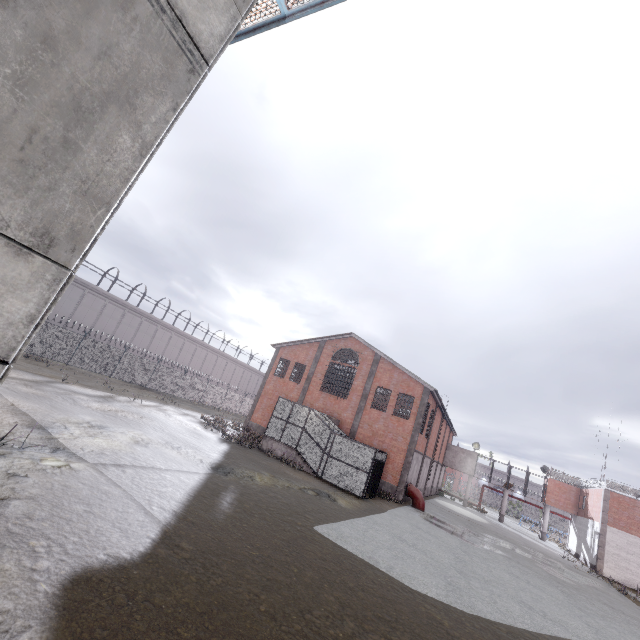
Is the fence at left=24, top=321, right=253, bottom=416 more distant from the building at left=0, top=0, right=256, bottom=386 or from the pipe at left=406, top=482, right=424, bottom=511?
the pipe at left=406, top=482, right=424, bottom=511

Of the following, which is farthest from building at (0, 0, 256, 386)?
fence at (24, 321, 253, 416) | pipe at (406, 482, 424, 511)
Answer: pipe at (406, 482, 424, 511)

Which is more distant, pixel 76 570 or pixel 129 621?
pixel 76 570

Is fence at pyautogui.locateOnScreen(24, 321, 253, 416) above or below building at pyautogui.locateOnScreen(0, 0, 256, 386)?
below

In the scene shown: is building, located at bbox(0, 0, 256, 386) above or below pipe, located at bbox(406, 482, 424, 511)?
above

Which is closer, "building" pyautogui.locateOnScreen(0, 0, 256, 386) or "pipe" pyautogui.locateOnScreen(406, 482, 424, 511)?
"building" pyautogui.locateOnScreen(0, 0, 256, 386)

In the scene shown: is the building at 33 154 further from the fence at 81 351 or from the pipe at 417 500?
the pipe at 417 500
